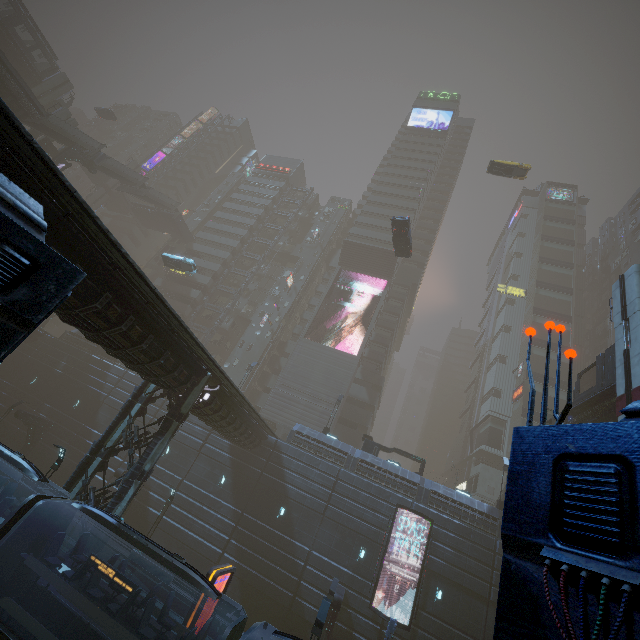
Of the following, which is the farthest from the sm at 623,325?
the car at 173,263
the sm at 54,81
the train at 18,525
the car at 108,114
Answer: the sm at 54,81

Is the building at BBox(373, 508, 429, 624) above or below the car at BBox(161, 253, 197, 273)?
below

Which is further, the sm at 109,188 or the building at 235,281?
the sm at 109,188

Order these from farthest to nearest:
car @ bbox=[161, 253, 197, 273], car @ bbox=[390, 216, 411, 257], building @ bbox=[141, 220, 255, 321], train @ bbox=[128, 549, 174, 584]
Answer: building @ bbox=[141, 220, 255, 321] < car @ bbox=[161, 253, 197, 273] < car @ bbox=[390, 216, 411, 257] < train @ bbox=[128, 549, 174, 584]

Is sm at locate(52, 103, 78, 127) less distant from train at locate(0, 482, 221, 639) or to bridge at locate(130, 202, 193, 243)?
bridge at locate(130, 202, 193, 243)

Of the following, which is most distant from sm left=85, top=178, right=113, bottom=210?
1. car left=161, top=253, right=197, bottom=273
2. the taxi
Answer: the taxi

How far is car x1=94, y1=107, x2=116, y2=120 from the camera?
55.9 meters

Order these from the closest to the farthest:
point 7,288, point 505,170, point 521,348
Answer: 1. point 7,288
2. point 505,170
3. point 521,348
